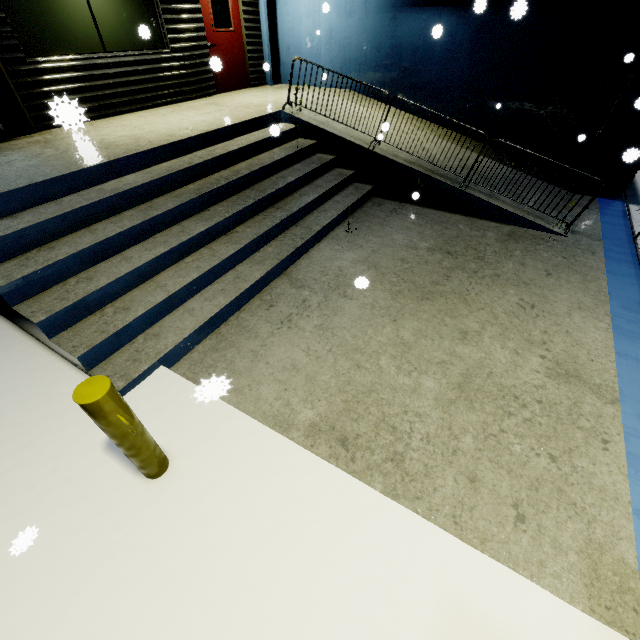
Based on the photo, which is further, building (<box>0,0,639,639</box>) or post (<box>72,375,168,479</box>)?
building (<box>0,0,639,639</box>)

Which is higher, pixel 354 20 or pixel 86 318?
pixel 354 20

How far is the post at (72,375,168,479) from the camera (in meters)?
1.98

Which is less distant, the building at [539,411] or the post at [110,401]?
the post at [110,401]

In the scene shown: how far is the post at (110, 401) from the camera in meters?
2.0
